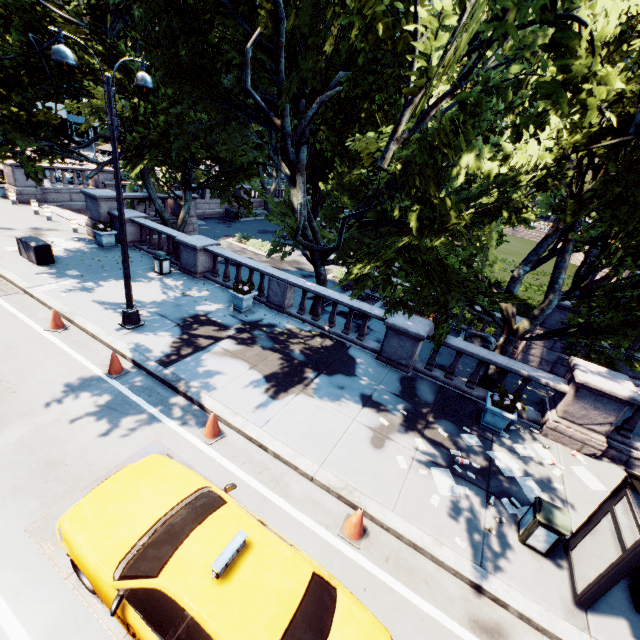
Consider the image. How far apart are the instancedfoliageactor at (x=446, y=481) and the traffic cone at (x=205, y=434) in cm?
500

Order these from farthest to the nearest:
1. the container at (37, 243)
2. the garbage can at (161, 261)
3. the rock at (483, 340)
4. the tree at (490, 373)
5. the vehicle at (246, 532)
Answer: the rock at (483, 340) → the garbage can at (161, 261) → the container at (37, 243) → the tree at (490, 373) → the vehicle at (246, 532)

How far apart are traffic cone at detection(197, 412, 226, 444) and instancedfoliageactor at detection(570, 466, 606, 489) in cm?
914

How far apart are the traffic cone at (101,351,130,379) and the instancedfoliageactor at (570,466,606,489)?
12.4m

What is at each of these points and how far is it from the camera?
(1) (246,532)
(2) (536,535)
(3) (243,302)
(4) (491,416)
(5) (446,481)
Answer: (1) vehicle, 4.5m
(2) garbage can, 6.3m
(3) planter, 12.7m
(4) planter, 9.2m
(5) instancedfoliageactor, 7.5m

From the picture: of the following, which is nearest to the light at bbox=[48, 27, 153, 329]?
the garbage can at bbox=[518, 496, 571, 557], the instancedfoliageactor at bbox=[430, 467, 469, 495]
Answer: the instancedfoliageactor at bbox=[430, 467, 469, 495]

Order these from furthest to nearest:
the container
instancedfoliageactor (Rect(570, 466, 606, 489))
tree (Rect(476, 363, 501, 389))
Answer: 1. the container
2. tree (Rect(476, 363, 501, 389))
3. instancedfoliageactor (Rect(570, 466, 606, 489))

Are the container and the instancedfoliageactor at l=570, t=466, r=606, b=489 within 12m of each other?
no
